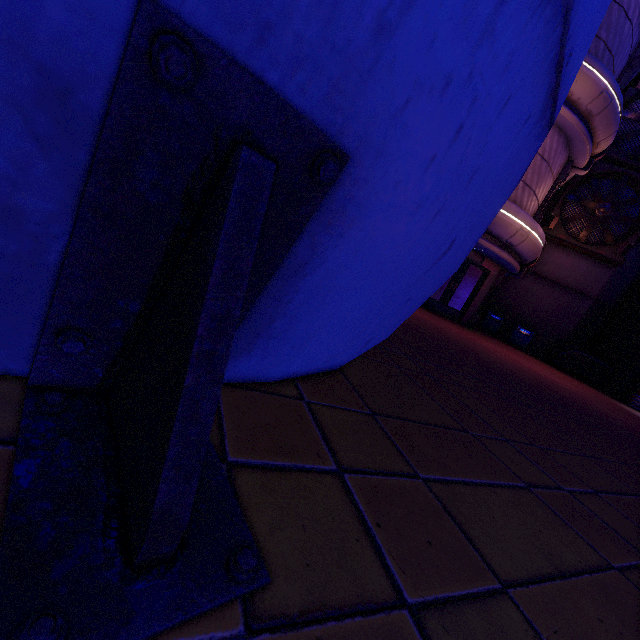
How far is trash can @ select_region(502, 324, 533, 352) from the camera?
17.4m

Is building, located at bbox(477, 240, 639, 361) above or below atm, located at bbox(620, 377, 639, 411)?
above

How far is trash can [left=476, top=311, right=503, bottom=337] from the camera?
17.8 meters

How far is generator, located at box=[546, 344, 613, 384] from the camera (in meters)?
16.02

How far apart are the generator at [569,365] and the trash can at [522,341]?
1.1m

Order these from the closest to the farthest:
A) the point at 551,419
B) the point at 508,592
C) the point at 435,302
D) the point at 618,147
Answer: the point at 508,592 → the point at 551,419 → the point at 435,302 → the point at 618,147

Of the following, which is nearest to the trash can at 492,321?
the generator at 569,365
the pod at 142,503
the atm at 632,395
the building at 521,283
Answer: the building at 521,283

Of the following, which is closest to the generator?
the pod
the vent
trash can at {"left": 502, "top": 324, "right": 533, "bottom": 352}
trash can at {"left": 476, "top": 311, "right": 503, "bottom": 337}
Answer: trash can at {"left": 502, "top": 324, "right": 533, "bottom": 352}
